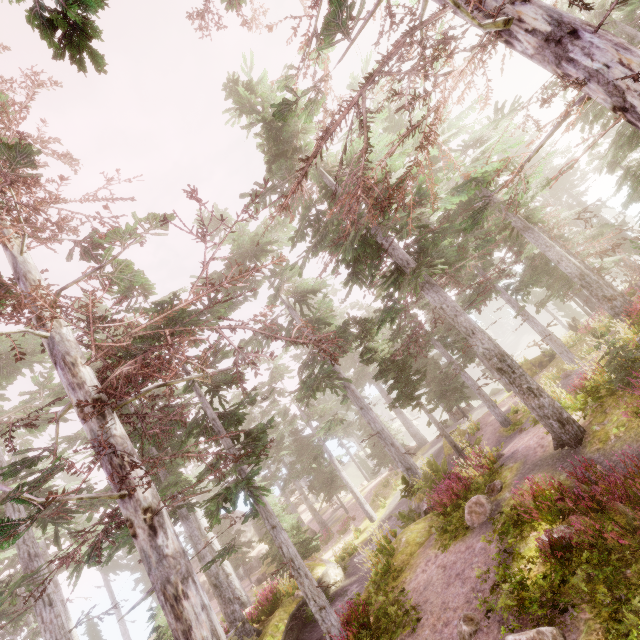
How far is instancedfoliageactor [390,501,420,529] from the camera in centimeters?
1457cm

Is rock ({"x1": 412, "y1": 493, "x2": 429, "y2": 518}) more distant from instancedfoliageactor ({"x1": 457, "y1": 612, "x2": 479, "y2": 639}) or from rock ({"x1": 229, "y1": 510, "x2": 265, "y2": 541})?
rock ({"x1": 229, "y1": 510, "x2": 265, "y2": 541})

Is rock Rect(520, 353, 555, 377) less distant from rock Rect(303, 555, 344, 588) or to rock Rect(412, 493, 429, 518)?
rock Rect(412, 493, 429, 518)

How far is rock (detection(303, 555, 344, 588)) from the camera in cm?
1680

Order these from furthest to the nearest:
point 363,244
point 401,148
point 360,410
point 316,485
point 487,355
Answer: point 316,485
point 360,410
point 401,148
point 363,244
point 487,355

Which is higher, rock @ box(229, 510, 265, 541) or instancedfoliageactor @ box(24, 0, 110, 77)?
instancedfoliageactor @ box(24, 0, 110, 77)

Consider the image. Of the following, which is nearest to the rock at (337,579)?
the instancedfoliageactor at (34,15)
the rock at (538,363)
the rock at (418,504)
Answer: the instancedfoliageactor at (34,15)

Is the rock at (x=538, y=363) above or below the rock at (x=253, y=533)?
below
